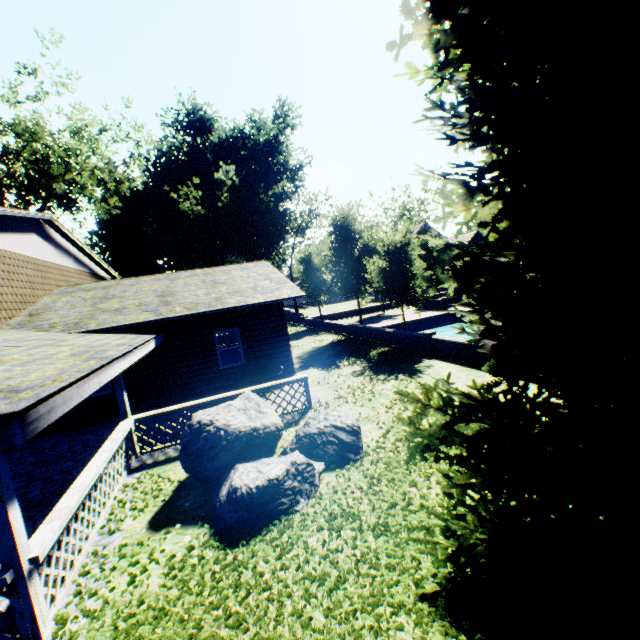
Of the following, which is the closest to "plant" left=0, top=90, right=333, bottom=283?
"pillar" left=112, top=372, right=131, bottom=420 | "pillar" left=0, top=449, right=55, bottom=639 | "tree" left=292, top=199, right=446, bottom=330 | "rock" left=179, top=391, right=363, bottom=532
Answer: "rock" left=179, top=391, right=363, bottom=532

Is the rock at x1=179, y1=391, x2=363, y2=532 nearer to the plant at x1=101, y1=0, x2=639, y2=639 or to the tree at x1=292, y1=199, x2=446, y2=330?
the plant at x1=101, y1=0, x2=639, y2=639

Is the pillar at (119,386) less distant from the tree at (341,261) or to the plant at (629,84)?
the plant at (629,84)

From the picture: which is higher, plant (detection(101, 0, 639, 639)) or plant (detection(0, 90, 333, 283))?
plant (detection(0, 90, 333, 283))

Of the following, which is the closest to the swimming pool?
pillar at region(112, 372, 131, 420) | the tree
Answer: the tree

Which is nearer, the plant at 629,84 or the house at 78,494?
the plant at 629,84

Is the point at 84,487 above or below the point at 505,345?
below

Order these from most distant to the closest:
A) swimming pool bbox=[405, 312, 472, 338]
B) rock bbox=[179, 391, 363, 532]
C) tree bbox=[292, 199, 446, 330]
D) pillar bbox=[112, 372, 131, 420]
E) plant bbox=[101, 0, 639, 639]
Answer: swimming pool bbox=[405, 312, 472, 338] < tree bbox=[292, 199, 446, 330] < pillar bbox=[112, 372, 131, 420] < rock bbox=[179, 391, 363, 532] < plant bbox=[101, 0, 639, 639]
